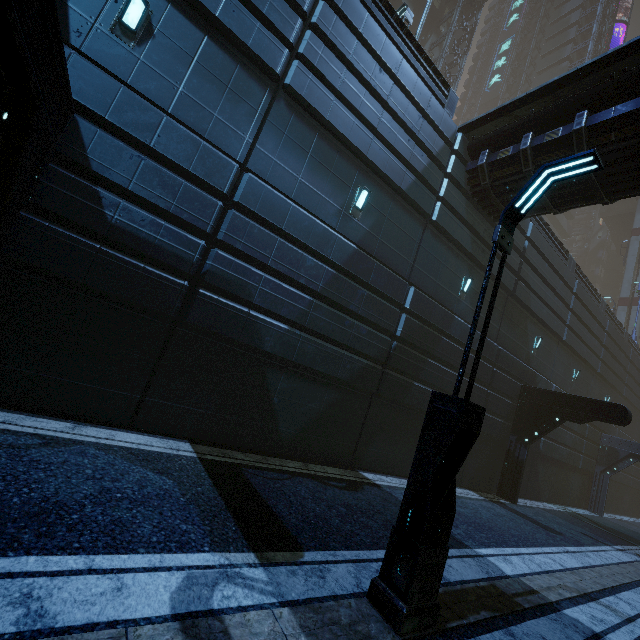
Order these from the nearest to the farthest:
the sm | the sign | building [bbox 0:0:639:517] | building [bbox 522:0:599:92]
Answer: building [bbox 0:0:639:517]
the sm
building [bbox 522:0:599:92]
the sign

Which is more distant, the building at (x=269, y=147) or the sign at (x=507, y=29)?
the sign at (x=507, y=29)

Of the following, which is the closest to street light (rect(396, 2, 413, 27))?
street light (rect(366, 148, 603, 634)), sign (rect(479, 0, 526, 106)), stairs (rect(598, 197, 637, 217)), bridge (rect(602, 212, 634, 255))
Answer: street light (rect(366, 148, 603, 634))

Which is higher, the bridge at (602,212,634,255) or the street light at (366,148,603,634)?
the bridge at (602,212,634,255)

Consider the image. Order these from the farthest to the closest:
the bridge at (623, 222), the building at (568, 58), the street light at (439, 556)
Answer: the bridge at (623, 222) < the building at (568, 58) < the street light at (439, 556)

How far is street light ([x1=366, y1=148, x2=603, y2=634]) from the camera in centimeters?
341cm

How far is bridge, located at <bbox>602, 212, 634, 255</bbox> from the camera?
46.12m

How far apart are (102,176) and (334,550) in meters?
7.1
